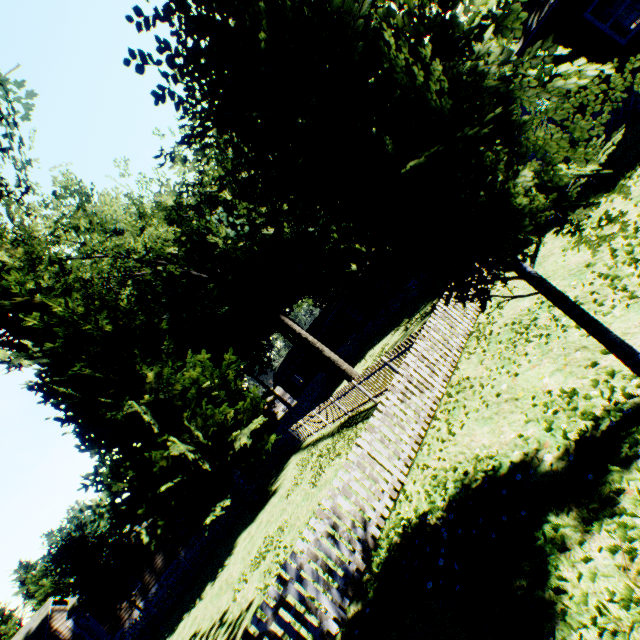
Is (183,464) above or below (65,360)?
below

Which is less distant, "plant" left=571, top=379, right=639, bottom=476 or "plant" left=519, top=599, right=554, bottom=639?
"plant" left=519, top=599, right=554, bottom=639

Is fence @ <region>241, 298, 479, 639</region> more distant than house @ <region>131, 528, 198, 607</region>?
No

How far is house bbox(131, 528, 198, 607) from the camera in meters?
25.4 m

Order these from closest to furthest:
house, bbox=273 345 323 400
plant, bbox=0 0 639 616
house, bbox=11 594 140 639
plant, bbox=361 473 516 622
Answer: plant, bbox=0 0 639 616 → plant, bbox=361 473 516 622 → house, bbox=11 594 140 639 → house, bbox=273 345 323 400

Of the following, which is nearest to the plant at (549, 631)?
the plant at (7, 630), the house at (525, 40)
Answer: the house at (525, 40)

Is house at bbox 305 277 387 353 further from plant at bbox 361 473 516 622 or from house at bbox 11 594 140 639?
house at bbox 11 594 140 639

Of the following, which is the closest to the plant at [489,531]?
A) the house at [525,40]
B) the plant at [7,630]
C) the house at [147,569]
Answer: the house at [525,40]
